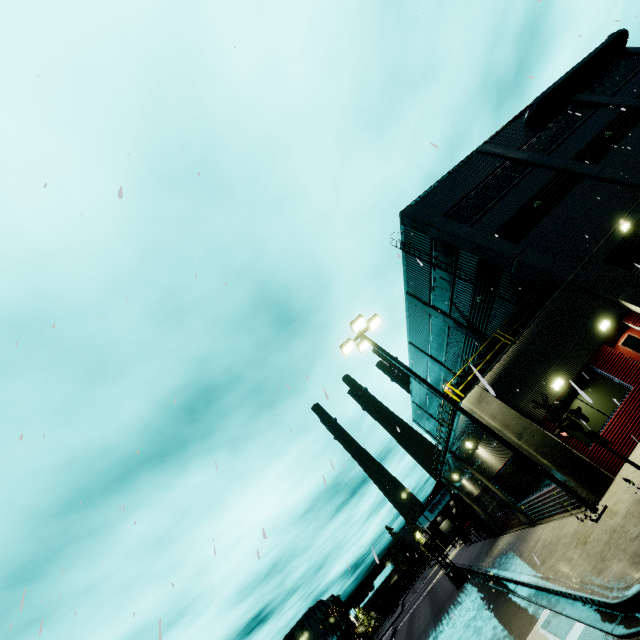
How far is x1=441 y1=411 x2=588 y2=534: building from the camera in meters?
13.3

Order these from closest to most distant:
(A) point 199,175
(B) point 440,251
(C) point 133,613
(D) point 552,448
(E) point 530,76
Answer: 1. (A) point 199,175
2. (E) point 530,76
3. (C) point 133,613
4. (D) point 552,448
5. (B) point 440,251

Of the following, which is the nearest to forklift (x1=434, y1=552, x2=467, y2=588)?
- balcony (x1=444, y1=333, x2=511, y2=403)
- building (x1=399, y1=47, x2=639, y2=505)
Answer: balcony (x1=444, y1=333, x2=511, y2=403)

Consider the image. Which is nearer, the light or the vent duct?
the light

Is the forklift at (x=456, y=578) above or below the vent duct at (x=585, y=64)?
below

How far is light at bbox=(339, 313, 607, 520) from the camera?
9.7m

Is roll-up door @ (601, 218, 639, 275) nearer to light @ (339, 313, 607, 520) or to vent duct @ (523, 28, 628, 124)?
vent duct @ (523, 28, 628, 124)

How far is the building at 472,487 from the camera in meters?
13.3 m
